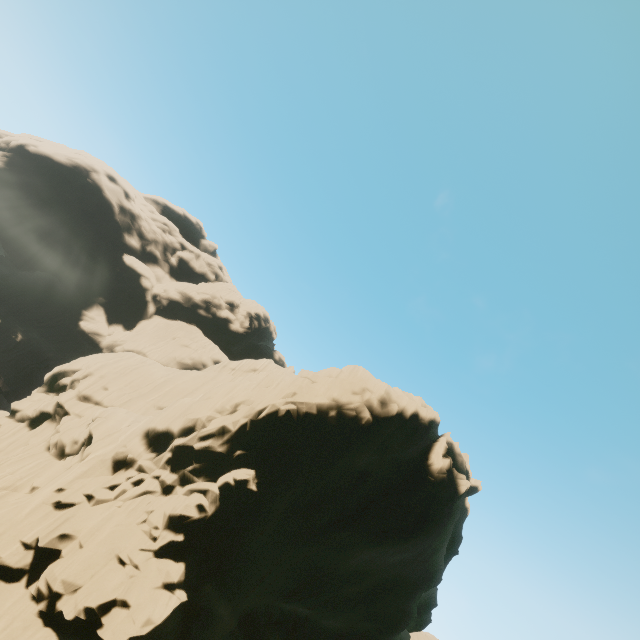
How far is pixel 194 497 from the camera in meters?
17.7 m
